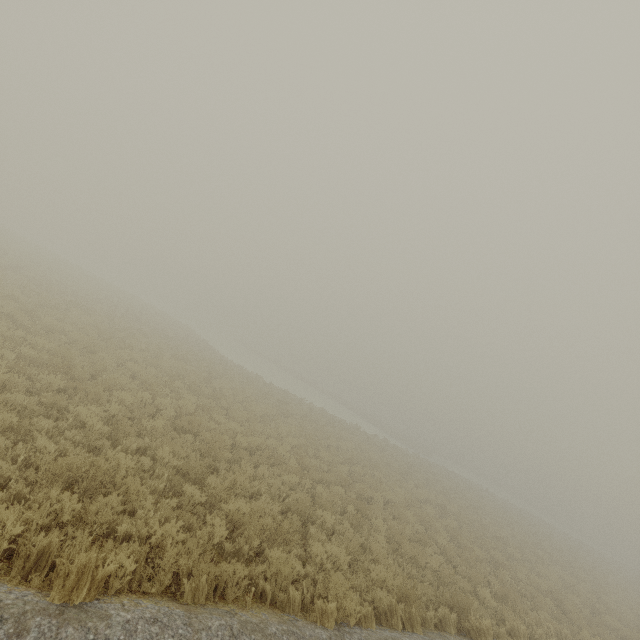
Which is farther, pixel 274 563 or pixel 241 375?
pixel 241 375
